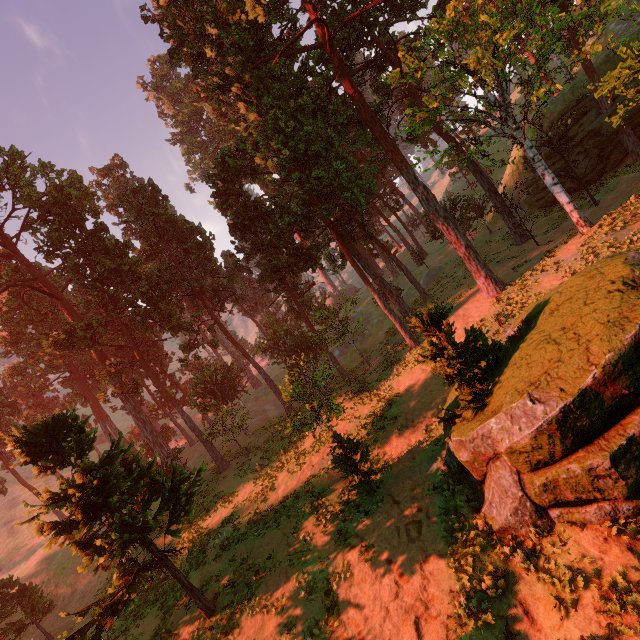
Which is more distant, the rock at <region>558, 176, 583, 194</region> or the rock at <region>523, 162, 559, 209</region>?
the rock at <region>523, 162, 559, 209</region>

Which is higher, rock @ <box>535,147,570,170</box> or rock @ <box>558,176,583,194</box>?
rock @ <box>535,147,570,170</box>

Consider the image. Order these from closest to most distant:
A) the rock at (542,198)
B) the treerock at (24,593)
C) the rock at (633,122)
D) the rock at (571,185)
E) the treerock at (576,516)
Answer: the treerock at (576,516) < the treerock at (24,593) < the rock at (633,122) < the rock at (571,185) < the rock at (542,198)

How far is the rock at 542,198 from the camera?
31.6 meters

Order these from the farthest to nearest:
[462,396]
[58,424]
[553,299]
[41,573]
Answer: [41,573] < [58,424] < [462,396] < [553,299]

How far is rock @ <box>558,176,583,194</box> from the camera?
29.41m

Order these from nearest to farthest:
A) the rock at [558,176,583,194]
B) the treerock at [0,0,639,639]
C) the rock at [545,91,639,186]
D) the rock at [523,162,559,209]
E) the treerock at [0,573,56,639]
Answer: the treerock at [0,0,639,639] → the treerock at [0,573,56,639] → the rock at [545,91,639,186] → the rock at [558,176,583,194] → the rock at [523,162,559,209]

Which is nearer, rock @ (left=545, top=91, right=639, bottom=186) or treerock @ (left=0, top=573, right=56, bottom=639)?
treerock @ (left=0, top=573, right=56, bottom=639)
